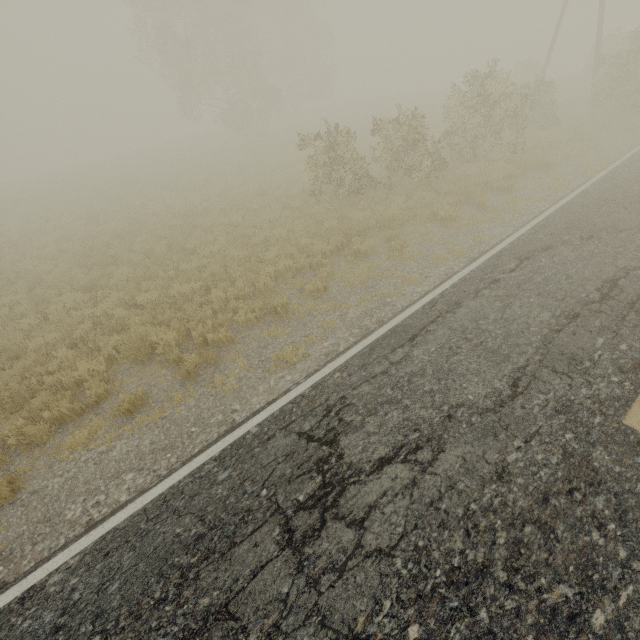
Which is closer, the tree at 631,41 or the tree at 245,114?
the tree at 631,41

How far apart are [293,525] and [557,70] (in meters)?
60.99

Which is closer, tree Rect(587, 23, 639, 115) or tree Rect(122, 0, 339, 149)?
tree Rect(587, 23, 639, 115)
